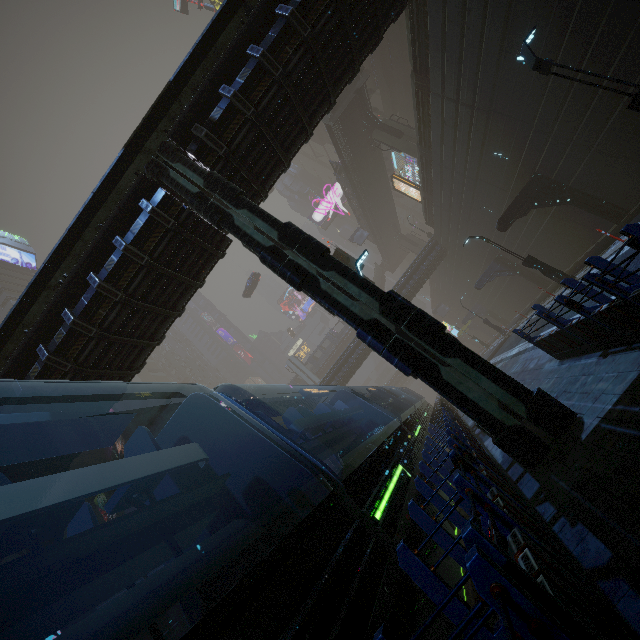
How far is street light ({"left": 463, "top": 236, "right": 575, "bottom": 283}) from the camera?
16.7 meters

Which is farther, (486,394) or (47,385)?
(47,385)

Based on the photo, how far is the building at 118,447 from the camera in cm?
5388

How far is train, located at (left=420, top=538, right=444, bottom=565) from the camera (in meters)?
4.54

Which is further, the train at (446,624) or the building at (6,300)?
the building at (6,300)

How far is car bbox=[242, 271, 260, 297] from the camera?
49.3m

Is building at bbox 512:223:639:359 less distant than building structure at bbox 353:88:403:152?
Yes

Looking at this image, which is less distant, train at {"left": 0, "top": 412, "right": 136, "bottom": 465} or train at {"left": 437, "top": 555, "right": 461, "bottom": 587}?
train at {"left": 0, "top": 412, "right": 136, "bottom": 465}
